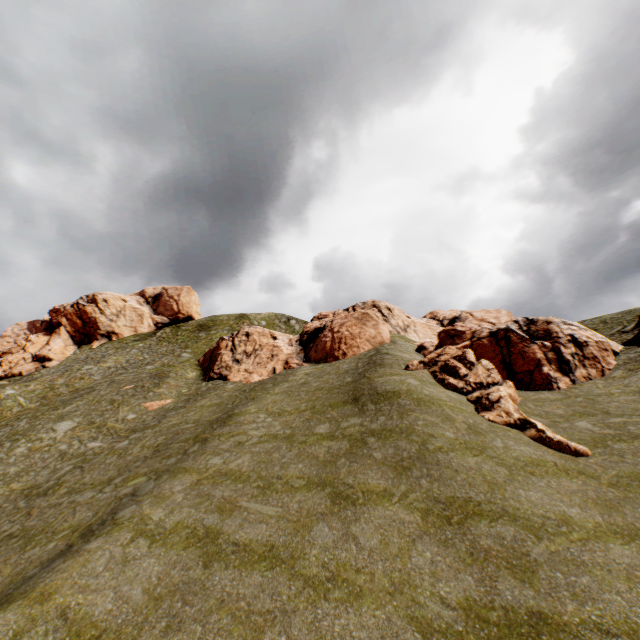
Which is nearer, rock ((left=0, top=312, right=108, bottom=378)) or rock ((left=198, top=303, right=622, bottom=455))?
rock ((left=198, top=303, right=622, bottom=455))

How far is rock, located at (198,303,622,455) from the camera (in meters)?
18.27

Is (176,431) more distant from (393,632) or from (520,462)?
(520,462)

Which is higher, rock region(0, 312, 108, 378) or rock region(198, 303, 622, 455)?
rock region(0, 312, 108, 378)

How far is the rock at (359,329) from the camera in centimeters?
1827cm

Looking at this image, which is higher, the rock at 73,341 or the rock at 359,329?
the rock at 73,341
